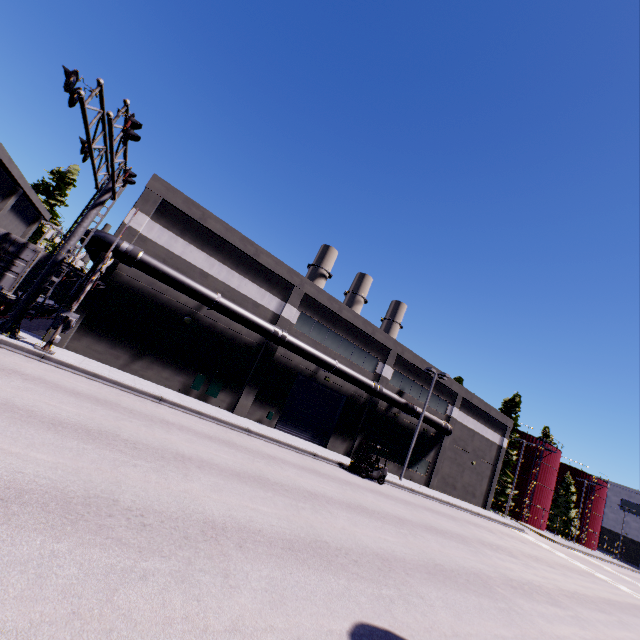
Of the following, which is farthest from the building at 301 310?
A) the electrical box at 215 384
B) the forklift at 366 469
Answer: the forklift at 366 469

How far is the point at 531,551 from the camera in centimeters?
2244cm

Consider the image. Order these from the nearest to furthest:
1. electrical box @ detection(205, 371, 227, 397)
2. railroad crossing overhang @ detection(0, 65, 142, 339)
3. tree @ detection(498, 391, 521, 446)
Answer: railroad crossing overhang @ detection(0, 65, 142, 339)
electrical box @ detection(205, 371, 227, 397)
tree @ detection(498, 391, 521, 446)

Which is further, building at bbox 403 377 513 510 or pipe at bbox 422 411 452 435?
building at bbox 403 377 513 510

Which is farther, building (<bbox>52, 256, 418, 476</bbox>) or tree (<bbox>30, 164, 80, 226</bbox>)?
tree (<bbox>30, 164, 80, 226</bbox>)

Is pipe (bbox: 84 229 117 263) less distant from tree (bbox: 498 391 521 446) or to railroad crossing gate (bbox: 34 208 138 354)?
railroad crossing gate (bbox: 34 208 138 354)

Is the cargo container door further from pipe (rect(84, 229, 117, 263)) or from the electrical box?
the electrical box

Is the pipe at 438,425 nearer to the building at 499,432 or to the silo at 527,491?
the building at 499,432
